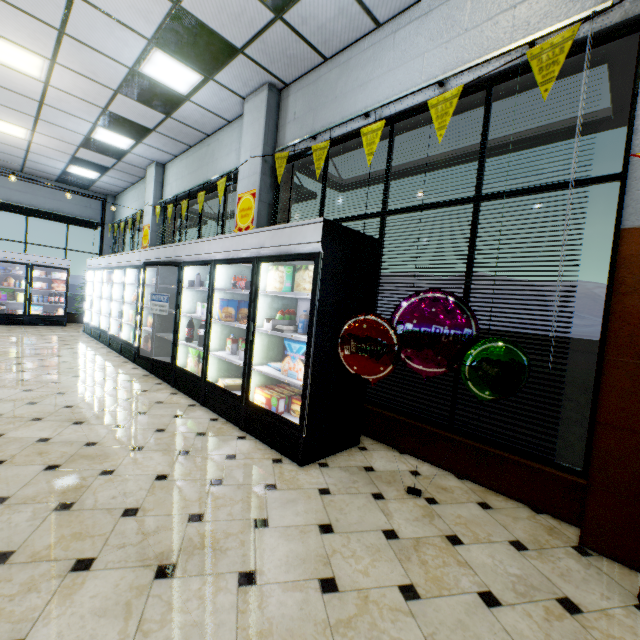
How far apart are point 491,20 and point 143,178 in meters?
10.2

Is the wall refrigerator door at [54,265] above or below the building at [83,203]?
below

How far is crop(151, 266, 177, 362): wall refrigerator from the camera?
5.7m

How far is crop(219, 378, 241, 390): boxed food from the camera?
4.2 meters

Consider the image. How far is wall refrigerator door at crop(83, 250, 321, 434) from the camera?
2.98m

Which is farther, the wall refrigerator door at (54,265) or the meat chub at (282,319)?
the wall refrigerator door at (54,265)

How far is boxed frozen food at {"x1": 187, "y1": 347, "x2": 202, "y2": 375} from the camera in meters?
4.8

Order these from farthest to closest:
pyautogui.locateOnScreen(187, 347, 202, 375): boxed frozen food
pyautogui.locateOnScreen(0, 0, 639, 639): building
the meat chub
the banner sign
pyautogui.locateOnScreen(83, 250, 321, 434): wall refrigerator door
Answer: pyautogui.locateOnScreen(187, 347, 202, 375): boxed frozen food < the meat chub < pyautogui.locateOnScreen(83, 250, 321, 434): wall refrigerator door < the banner sign < pyautogui.locateOnScreen(0, 0, 639, 639): building
